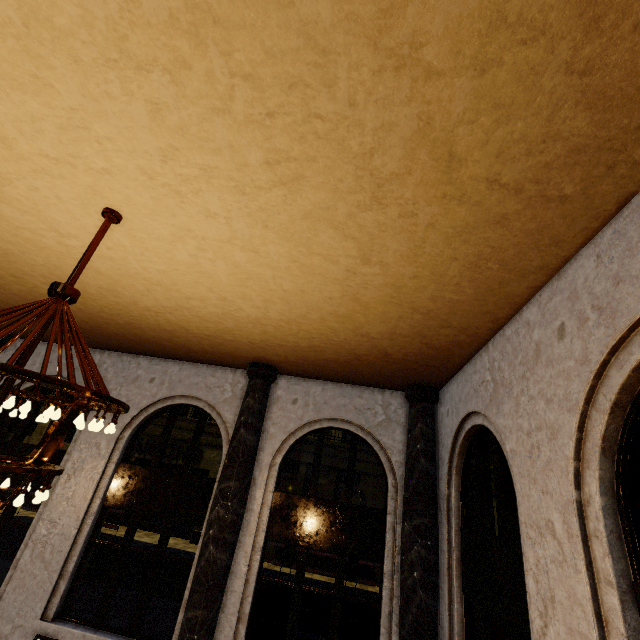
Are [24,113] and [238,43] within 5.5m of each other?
yes

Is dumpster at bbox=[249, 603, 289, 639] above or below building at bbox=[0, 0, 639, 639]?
below

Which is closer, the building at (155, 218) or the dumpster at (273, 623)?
the building at (155, 218)

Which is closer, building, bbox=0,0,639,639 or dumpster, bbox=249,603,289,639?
building, bbox=0,0,639,639

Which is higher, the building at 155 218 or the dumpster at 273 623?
the building at 155 218
